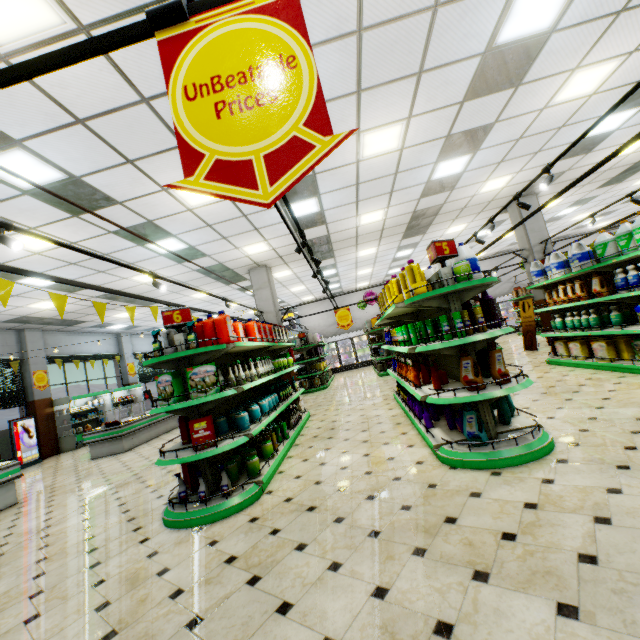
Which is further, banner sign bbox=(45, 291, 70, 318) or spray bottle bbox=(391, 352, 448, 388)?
spray bottle bbox=(391, 352, 448, 388)

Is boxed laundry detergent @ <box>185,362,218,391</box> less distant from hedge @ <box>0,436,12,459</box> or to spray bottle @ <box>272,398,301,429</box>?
spray bottle @ <box>272,398,301,429</box>

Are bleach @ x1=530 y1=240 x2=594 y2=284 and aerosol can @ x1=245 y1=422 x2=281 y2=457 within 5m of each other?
no

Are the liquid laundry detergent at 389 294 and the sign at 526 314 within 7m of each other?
no

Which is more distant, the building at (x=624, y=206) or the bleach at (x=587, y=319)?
the building at (x=624, y=206)

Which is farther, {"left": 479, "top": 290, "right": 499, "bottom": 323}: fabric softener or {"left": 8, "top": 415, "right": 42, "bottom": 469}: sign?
{"left": 8, "top": 415, "right": 42, "bottom": 469}: sign

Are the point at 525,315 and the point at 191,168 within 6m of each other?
no

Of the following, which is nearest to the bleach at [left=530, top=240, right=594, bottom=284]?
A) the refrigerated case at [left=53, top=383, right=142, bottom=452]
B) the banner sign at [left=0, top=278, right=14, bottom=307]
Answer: the banner sign at [left=0, top=278, right=14, bottom=307]
